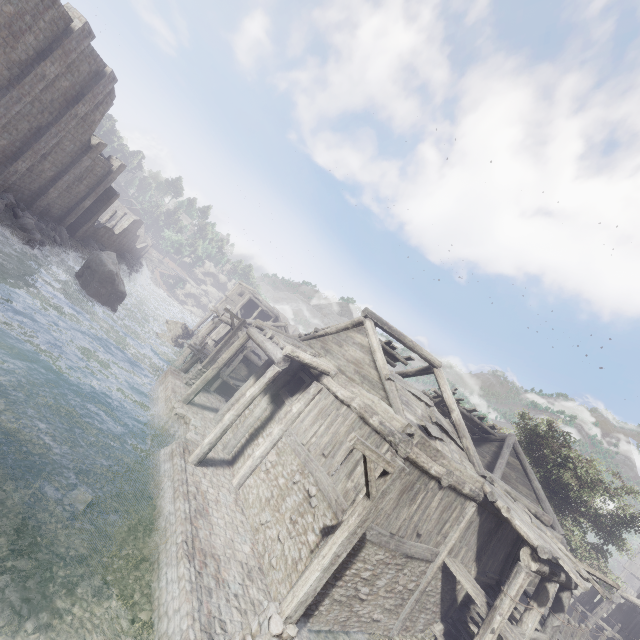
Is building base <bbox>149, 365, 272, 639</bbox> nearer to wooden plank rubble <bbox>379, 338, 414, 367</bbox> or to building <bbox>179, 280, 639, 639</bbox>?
building <bbox>179, 280, 639, 639</bbox>

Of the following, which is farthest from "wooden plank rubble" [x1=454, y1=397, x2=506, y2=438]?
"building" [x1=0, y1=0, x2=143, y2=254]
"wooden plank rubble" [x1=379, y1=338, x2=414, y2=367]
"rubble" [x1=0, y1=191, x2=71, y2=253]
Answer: "rubble" [x1=0, y1=191, x2=71, y2=253]

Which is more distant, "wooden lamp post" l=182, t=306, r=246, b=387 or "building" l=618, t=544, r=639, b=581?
"building" l=618, t=544, r=639, b=581

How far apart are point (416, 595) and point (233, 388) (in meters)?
17.92

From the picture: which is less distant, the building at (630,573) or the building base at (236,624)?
the building base at (236,624)

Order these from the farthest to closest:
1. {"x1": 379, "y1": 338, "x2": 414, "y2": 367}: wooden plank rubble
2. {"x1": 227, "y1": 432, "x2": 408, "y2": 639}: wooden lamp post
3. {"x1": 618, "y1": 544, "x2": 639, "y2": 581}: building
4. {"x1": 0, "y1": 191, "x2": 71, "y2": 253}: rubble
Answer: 1. {"x1": 618, "y1": 544, "x2": 639, "y2": 581}: building
2. {"x1": 0, "y1": 191, "x2": 71, "y2": 253}: rubble
3. {"x1": 379, "y1": 338, "x2": 414, "y2": 367}: wooden plank rubble
4. {"x1": 227, "y1": 432, "x2": 408, "y2": 639}: wooden lamp post

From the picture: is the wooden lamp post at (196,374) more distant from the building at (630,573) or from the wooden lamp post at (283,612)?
the wooden lamp post at (283,612)
